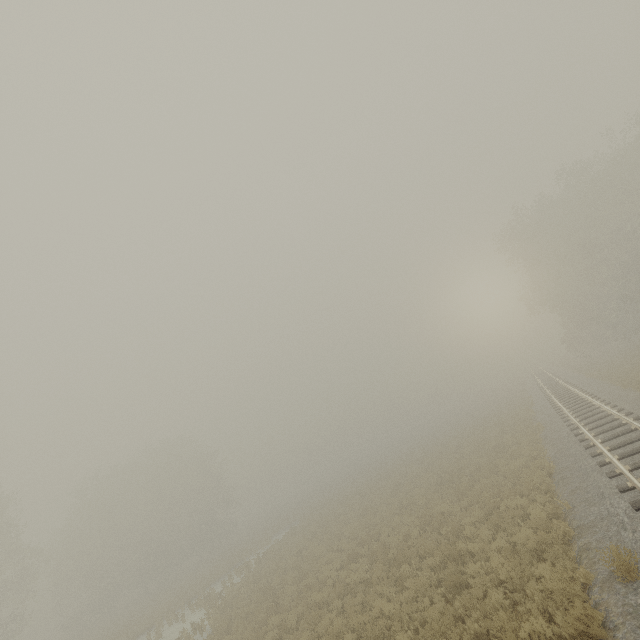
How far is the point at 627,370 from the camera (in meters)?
24.70
